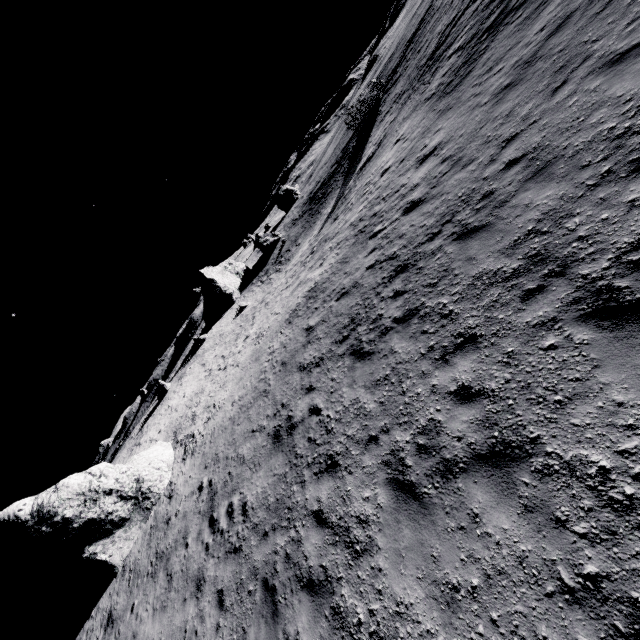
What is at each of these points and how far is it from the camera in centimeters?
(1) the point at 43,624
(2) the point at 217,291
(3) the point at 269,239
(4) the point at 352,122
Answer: (1) stone, 1460cm
(2) stone, 5203cm
(3) stone, 5800cm
(4) stone, 3897cm

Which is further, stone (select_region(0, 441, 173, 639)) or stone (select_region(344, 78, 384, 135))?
stone (select_region(344, 78, 384, 135))

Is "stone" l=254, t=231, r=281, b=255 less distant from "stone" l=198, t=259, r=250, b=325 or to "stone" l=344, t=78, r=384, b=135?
"stone" l=198, t=259, r=250, b=325

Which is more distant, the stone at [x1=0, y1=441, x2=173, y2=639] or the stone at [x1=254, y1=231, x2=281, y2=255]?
the stone at [x1=254, y1=231, x2=281, y2=255]

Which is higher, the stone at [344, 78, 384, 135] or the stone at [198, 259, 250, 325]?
the stone at [198, 259, 250, 325]

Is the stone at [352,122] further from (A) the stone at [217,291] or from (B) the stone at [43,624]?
(B) the stone at [43,624]

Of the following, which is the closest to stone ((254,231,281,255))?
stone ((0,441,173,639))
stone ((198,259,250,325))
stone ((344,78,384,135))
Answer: stone ((198,259,250,325))

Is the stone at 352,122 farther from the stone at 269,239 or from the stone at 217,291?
the stone at 217,291
